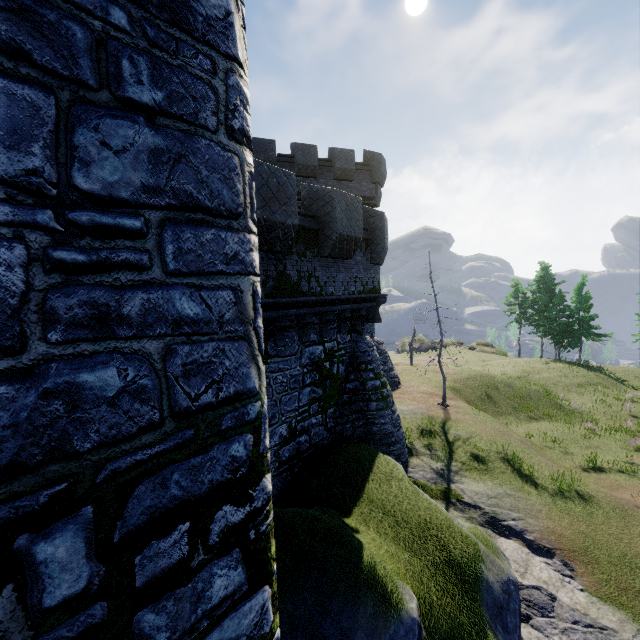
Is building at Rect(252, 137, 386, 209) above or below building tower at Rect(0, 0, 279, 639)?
above

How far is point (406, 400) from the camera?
18.7m

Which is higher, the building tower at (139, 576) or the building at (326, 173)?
the building at (326, 173)

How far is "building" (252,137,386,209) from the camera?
18.5 meters

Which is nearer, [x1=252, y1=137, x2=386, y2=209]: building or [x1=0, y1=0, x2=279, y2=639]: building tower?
[x1=0, y1=0, x2=279, y2=639]: building tower

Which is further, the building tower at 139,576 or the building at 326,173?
the building at 326,173
